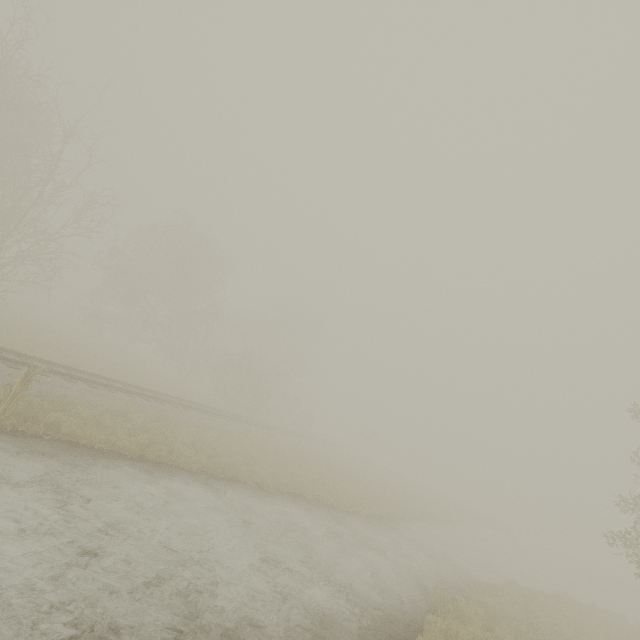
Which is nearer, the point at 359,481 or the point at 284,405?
the point at 359,481

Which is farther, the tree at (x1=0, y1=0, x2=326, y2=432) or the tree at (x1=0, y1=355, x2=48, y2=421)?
the tree at (x1=0, y1=0, x2=326, y2=432)

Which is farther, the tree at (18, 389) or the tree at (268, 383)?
the tree at (268, 383)

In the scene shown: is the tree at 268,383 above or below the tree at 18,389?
above

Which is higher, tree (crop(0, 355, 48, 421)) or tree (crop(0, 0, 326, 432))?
tree (crop(0, 0, 326, 432))
